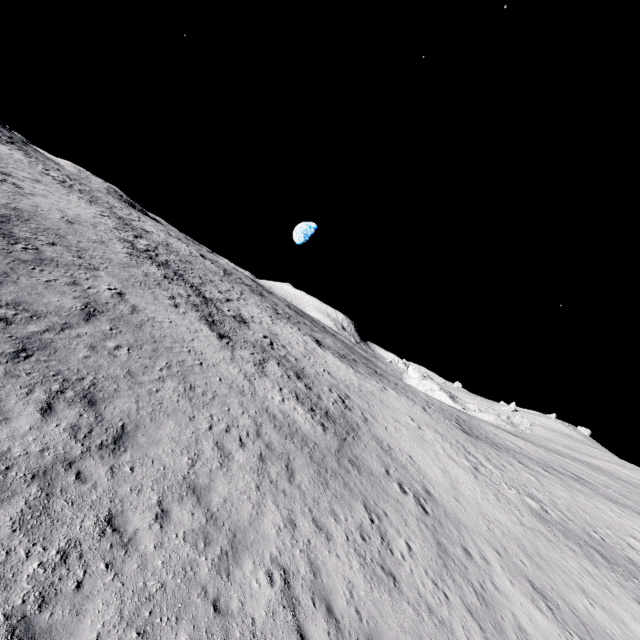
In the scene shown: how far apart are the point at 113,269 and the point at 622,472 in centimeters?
7727cm
